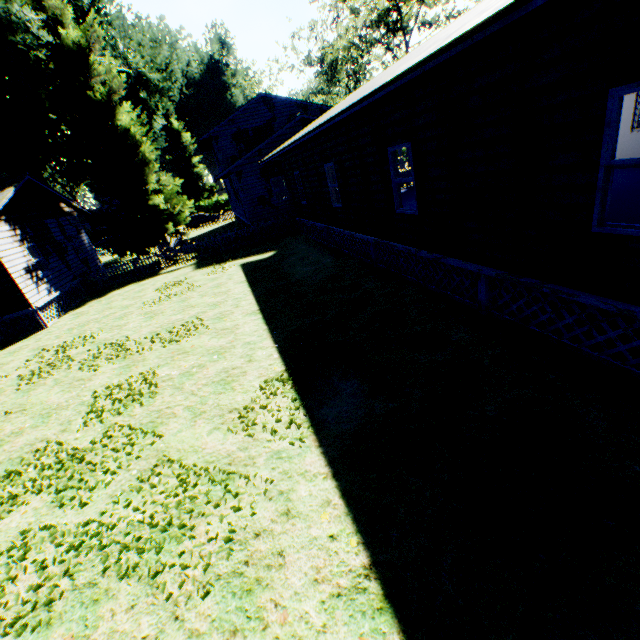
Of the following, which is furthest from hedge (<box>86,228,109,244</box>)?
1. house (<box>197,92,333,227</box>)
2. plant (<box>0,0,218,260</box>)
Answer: house (<box>197,92,333,227</box>)

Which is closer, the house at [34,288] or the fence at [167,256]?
the house at [34,288]

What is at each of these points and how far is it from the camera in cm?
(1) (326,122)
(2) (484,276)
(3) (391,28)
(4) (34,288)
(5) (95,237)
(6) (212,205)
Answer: (1) flat, 781
(2) house, 638
(3) tree, 3484
(4) house, 1453
(5) hedge, 5128
(6) hedge, 5594

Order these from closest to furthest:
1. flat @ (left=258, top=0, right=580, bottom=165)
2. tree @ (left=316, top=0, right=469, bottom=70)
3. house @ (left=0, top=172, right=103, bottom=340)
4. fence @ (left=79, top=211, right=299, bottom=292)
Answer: flat @ (left=258, top=0, right=580, bottom=165)
house @ (left=0, top=172, right=103, bottom=340)
fence @ (left=79, top=211, right=299, bottom=292)
tree @ (left=316, top=0, right=469, bottom=70)

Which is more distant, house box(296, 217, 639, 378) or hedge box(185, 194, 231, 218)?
hedge box(185, 194, 231, 218)

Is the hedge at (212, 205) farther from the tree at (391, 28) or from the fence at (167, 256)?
the tree at (391, 28)

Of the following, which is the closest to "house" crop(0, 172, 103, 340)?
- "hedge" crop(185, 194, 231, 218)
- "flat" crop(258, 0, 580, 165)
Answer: "flat" crop(258, 0, 580, 165)

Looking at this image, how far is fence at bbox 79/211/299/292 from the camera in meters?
19.4
